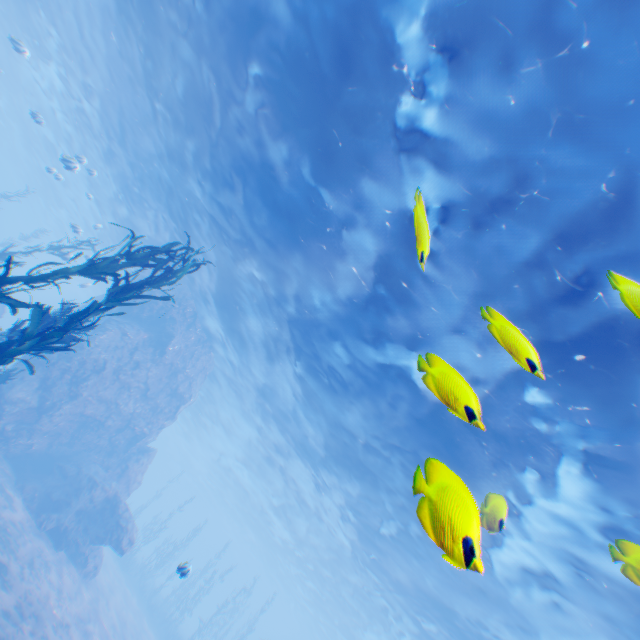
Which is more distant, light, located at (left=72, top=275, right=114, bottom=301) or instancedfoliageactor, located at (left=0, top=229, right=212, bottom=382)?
light, located at (left=72, top=275, right=114, bottom=301)

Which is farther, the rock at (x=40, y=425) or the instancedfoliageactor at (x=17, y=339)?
the rock at (x=40, y=425)

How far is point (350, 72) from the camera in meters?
8.8 m

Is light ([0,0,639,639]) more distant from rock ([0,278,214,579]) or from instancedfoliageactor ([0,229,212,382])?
instancedfoliageactor ([0,229,212,382])

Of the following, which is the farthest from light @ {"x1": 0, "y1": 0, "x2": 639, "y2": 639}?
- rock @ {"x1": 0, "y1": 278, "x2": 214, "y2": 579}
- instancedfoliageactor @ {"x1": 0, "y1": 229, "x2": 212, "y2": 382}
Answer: instancedfoliageactor @ {"x1": 0, "y1": 229, "x2": 212, "y2": 382}

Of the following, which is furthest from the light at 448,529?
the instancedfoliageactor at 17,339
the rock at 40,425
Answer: the instancedfoliageactor at 17,339
